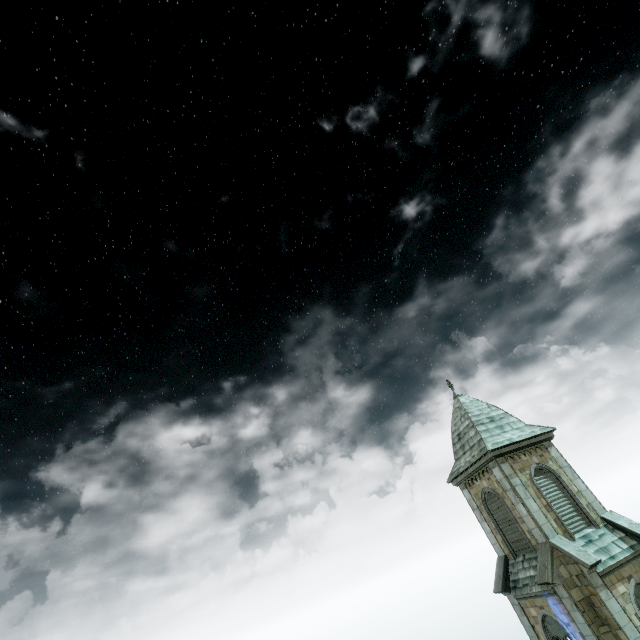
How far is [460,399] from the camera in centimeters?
2483cm
